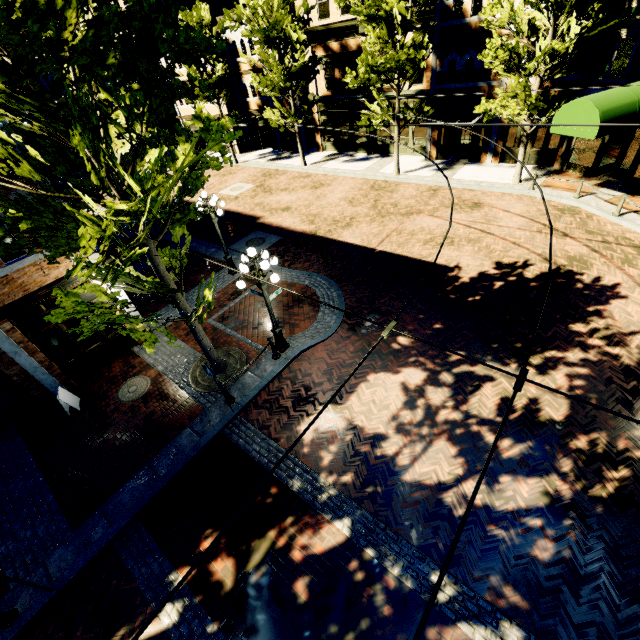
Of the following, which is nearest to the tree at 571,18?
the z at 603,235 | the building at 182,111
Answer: the z at 603,235

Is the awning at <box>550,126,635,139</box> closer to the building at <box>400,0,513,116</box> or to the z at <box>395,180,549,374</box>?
the building at <box>400,0,513,116</box>

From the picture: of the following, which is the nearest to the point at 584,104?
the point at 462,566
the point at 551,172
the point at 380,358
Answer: the point at 551,172

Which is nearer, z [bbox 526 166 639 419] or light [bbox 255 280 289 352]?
z [bbox 526 166 639 419]

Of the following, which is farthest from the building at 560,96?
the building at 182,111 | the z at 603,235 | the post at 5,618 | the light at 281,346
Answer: the post at 5,618

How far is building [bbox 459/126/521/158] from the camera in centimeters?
1859cm

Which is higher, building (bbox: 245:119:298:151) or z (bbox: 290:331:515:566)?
building (bbox: 245:119:298:151)
